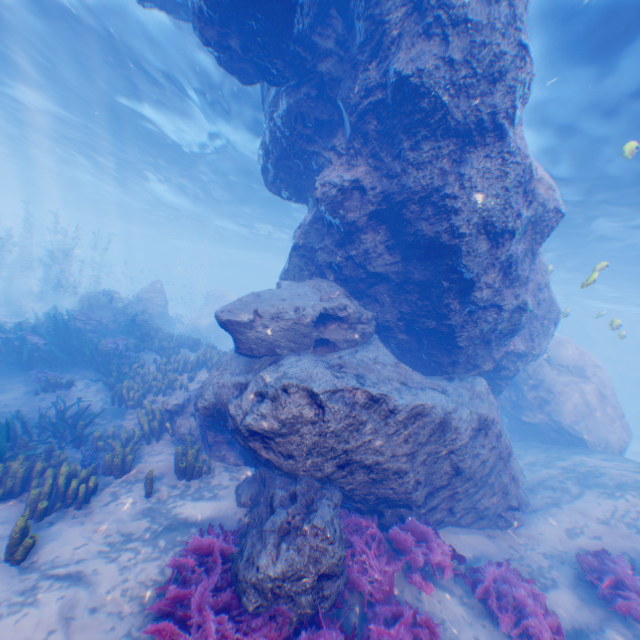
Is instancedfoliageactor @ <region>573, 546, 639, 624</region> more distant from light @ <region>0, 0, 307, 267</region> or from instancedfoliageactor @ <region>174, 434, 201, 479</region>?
light @ <region>0, 0, 307, 267</region>

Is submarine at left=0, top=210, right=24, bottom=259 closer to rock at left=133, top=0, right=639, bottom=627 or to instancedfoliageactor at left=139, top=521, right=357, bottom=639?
rock at left=133, top=0, right=639, bottom=627

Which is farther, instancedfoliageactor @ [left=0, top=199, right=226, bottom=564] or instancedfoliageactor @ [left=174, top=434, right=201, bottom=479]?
instancedfoliageactor @ [left=174, top=434, right=201, bottom=479]

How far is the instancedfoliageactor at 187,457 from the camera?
7.3 meters

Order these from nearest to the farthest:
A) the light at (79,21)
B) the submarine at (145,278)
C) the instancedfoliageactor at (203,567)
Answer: the instancedfoliageactor at (203,567) < the light at (79,21) < the submarine at (145,278)

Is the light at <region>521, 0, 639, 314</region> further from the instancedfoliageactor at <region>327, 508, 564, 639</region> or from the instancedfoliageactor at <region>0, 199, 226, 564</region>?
the instancedfoliageactor at <region>0, 199, 226, 564</region>

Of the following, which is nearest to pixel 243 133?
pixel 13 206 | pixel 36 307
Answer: pixel 36 307

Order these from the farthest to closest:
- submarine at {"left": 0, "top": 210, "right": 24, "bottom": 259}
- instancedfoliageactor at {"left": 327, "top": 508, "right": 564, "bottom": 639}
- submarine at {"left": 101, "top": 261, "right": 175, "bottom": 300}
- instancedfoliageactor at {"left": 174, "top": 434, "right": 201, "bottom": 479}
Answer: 1. submarine at {"left": 0, "top": 210, "right": 24, "bottom": 259}
2. submarine at {"left": 101, "top": 261, "right": 175, "bottom": 300}
3. instancedfoliageactor at {"left": 174, "top": 434, "right": 201, "bottom": 479}
4. instancedfoliageactor at {"left": 327, "top": 508, "right": 564, "bottom": 639}
